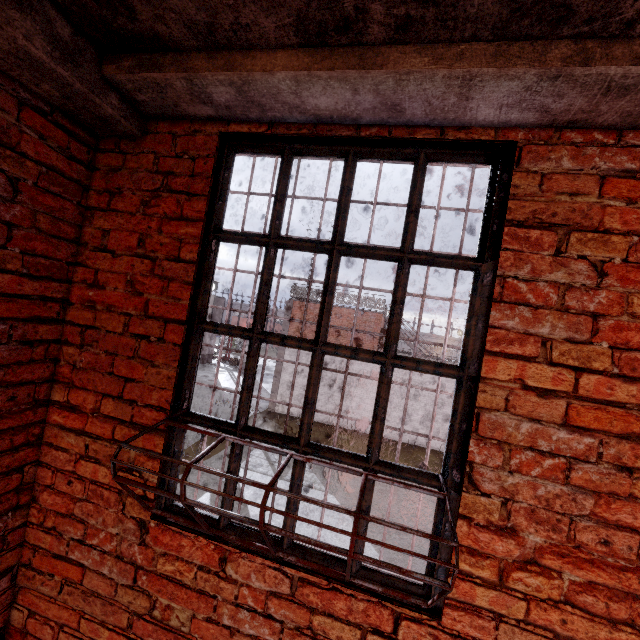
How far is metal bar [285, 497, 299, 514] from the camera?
1.5 meters

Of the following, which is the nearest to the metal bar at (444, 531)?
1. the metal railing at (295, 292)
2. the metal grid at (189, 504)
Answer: the metal grid at (189, 504)

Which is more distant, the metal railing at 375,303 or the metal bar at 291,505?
the metal railing at 375,303

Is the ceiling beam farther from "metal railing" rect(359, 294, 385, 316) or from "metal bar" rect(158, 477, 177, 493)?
"metal railing" rect(359, 294, 385, 316)

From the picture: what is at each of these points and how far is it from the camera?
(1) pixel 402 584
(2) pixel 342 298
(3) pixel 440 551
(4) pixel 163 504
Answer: (1) metal bar, 1.37m
(2) metal railing, 19.80m
(3) metal bar, 1.33m
(4) metal bar, 1.62m

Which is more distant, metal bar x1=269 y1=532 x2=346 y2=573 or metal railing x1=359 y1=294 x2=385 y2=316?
metal railing x1=359 y1=294 x2=385 y2=316
